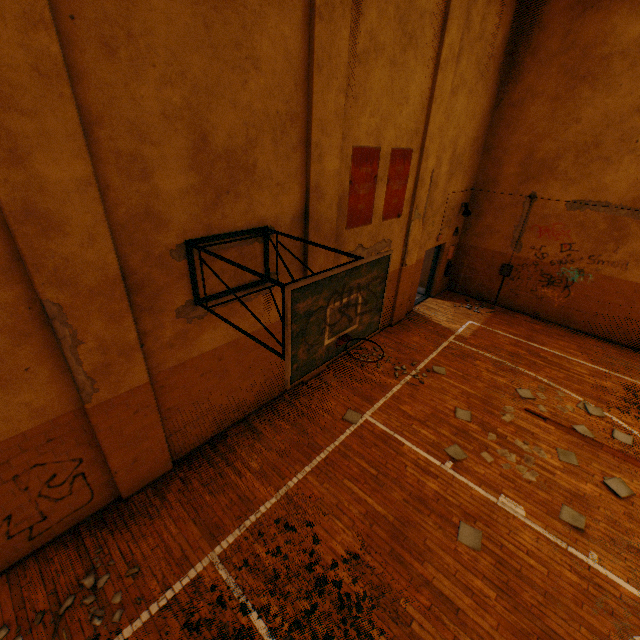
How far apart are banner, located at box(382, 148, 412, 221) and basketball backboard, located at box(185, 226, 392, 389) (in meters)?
3.48

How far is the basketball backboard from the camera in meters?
3.2 m

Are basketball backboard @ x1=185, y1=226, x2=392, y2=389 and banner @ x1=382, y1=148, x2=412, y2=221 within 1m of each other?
no

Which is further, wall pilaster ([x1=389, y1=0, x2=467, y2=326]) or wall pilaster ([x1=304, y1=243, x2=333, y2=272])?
wall pilaster ([x1=389, y1=0, x2=467, y2=326])

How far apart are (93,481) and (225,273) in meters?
3.6 m

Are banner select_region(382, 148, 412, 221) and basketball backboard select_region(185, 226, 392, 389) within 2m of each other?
no

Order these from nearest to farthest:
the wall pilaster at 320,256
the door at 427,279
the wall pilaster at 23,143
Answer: the wall pilaster at 23,143 < the wall pilaster at 320,256 < the door at 427,279

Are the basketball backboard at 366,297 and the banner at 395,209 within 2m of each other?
no
